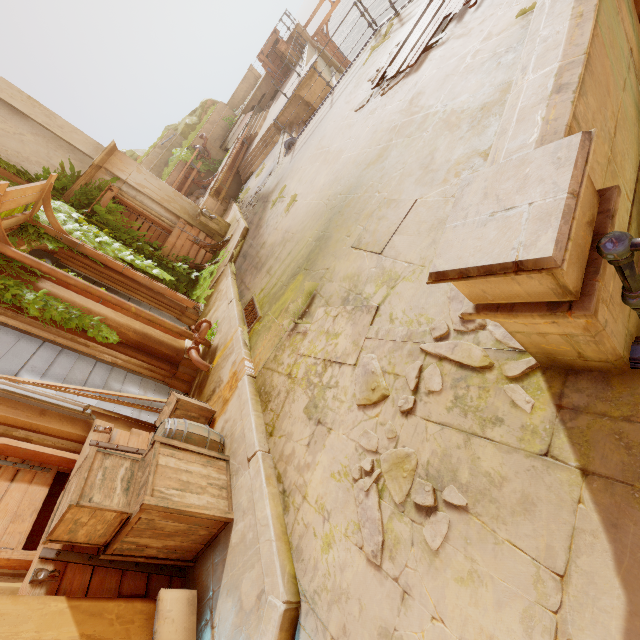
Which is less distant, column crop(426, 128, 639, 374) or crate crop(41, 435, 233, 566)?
column crop(426, 128, 639, 374)

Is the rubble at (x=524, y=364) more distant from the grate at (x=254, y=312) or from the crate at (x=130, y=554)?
the grate at (x=254, y=312)

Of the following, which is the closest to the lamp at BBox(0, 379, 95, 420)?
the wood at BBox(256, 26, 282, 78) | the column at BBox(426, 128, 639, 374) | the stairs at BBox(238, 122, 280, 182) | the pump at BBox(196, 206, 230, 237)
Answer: the column at BBox(426, 128, 639, 374)

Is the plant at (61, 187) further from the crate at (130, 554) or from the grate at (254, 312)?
the grate at (254, 312)

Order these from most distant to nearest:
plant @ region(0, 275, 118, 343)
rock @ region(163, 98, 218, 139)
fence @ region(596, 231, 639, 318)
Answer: rock @ region(163, 98, 218, 139), plant @ region(0, 275, 118, 343), fence @ region(596, 231, 639, 318)

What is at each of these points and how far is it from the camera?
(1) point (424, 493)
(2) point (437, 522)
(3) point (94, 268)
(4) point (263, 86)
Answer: (1) rubble, 2.2m
(2) rubble, 2.1m
(3) column, 8.0m
(4) building, 21.3m

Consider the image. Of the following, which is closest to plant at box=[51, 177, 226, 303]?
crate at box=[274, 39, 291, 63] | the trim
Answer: the trim

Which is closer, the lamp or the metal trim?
the metal trim
